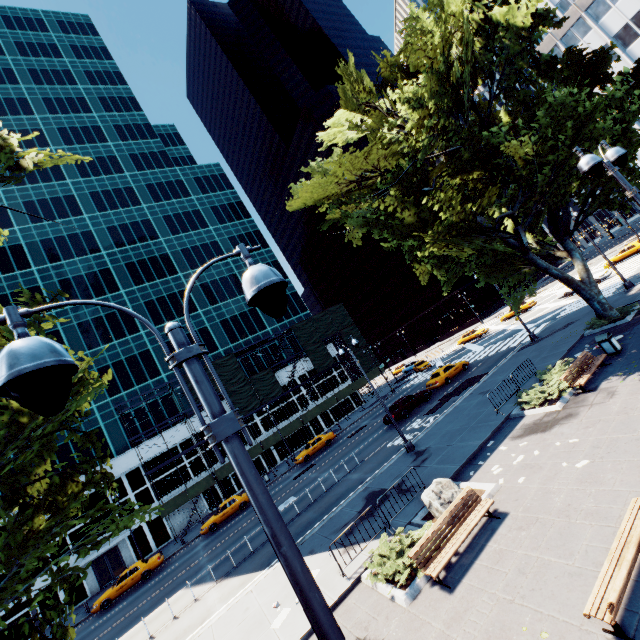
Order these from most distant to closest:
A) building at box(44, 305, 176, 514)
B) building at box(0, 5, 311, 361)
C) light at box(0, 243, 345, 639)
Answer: building at box(0, 5, 311, 361) → building at box(44, 305, 176, 514) → light at box(0, 243, 345, 639)

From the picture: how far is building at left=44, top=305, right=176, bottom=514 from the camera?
36.34m

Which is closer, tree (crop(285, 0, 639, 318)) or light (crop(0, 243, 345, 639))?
light (crop(0, 243, 345, 639))

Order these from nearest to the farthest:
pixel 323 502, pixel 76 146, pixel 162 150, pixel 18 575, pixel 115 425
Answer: pixel 18 575, pixel 323 502, pixel 115 425, pixel 76 146, pixel 162 150

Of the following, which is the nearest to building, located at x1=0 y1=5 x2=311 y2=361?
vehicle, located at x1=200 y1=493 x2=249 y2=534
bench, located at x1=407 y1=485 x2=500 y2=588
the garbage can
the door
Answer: the door

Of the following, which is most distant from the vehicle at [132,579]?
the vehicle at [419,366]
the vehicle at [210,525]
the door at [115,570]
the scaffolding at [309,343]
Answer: the vehicle at [419,366]

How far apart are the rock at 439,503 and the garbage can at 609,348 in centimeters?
1068cm

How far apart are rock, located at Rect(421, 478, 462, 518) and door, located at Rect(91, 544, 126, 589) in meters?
37.5 m
